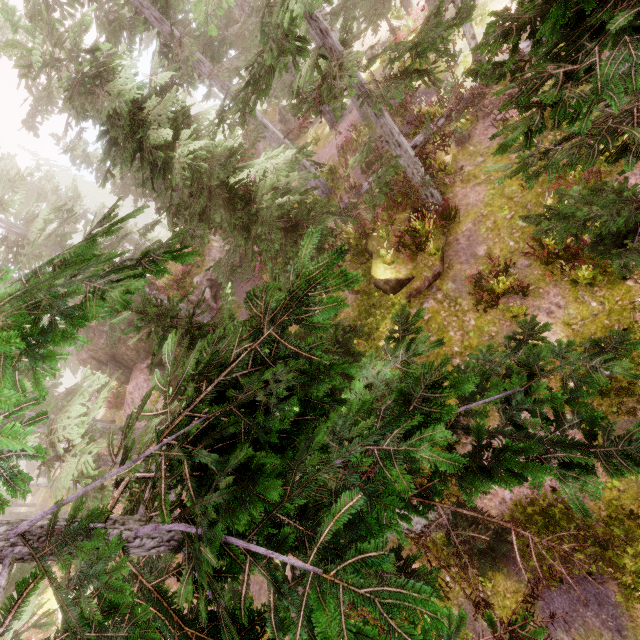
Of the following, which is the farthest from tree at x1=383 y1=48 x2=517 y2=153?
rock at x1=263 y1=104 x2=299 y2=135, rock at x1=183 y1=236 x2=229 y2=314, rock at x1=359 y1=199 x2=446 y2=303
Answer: → rock at x1=263 y1=104 x2=299 y2=135

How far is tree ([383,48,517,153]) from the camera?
10.7m

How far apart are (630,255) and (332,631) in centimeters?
595cm

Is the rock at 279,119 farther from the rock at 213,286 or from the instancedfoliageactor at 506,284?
the rock at 213,286

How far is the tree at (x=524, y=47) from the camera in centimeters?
930cm

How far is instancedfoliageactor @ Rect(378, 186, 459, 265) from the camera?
12.29m

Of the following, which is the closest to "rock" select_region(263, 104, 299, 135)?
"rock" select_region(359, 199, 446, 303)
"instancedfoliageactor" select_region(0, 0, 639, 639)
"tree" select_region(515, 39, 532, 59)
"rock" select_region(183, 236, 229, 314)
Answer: "instancedfoliageactor" select_region(0, 0, 639, 639)

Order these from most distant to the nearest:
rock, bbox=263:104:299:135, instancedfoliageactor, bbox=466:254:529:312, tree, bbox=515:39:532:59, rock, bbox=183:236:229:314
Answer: rock, bbox=263:104:299:135, rock, bbox=183:236:229:314, instancedfoliageactor, bbox=466:254:529:312, tree, bbox=515:39:532:59
